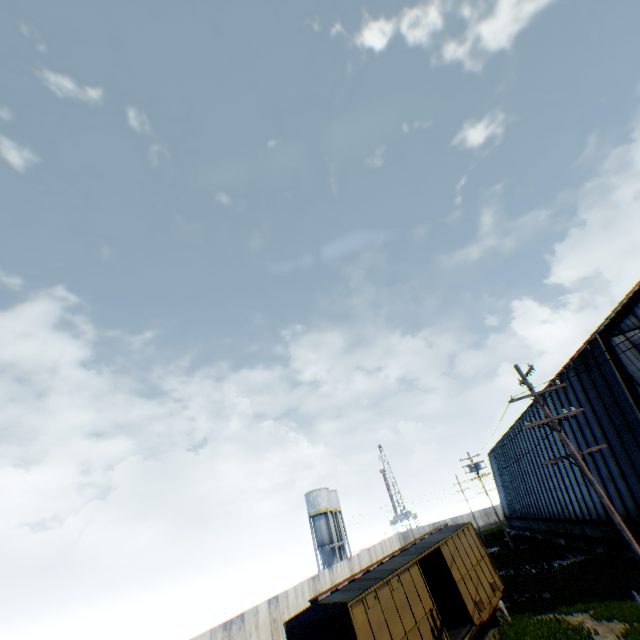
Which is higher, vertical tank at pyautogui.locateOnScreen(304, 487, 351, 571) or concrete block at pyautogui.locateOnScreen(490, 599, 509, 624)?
vertical tank at pyautogui.locateOnScreen(304, 487, 351, 571)

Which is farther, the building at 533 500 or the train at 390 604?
the building at 533 500

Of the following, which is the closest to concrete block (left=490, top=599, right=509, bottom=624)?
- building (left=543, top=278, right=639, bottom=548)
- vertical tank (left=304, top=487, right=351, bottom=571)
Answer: building (left=543, top=278, right=639, bottom=548)

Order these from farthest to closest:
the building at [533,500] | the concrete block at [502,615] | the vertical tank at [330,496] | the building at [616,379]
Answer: the vertical tank at [330,496] → the building at [533,500] → the building at [616,379] → the concrete block at [502,615]

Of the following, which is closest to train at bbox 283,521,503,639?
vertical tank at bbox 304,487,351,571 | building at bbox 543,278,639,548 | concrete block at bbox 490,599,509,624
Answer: concrete block at bbox 490,599,509,624

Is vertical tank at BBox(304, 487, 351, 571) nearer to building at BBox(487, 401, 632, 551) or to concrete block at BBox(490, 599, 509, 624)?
building at BBox(487, 401, 632, 551)

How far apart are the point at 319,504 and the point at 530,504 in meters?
28.9 m

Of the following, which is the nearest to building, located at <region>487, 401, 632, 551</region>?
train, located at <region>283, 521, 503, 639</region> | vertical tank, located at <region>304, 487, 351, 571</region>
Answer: train, located at <region>283, 521, 503, 639</region>
